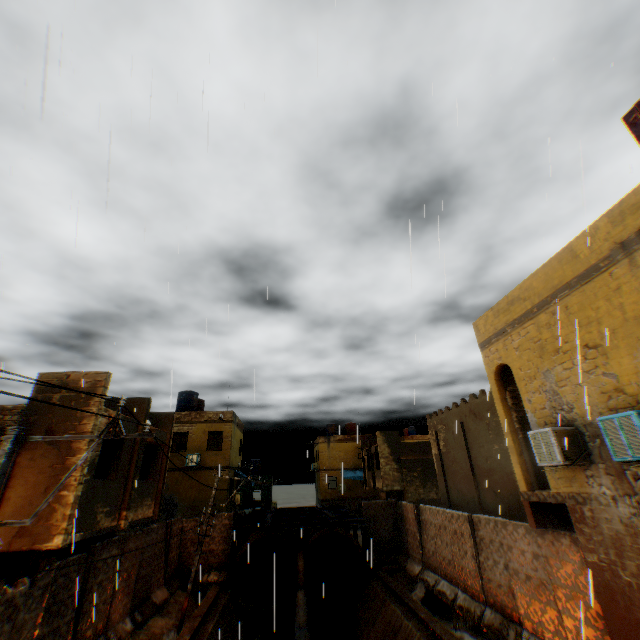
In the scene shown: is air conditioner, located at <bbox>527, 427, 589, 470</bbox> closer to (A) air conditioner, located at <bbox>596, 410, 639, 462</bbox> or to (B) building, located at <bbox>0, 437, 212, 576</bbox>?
(B) building, located at <bbox>0, 437, 212, 576</bbox>

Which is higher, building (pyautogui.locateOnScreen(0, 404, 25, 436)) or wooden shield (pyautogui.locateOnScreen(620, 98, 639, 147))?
wooden shield (pyautogui.locateOnScreen(620, 98, 639, 147))

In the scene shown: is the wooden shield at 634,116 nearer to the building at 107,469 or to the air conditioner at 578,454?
the building at 107,469

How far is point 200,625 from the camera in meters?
13.6 m

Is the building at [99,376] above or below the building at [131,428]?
above

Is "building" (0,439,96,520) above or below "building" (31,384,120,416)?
below

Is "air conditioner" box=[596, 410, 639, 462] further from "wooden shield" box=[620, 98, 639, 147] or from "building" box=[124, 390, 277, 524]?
"wooden shield" box=[620, 98, 639, 147]

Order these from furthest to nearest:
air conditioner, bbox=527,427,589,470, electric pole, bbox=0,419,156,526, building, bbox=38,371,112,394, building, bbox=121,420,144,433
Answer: building, bbox=121,420,144,433 < building, bbox=38,371,112,394 < air conditioner, bbox=527,427,589,470 < electric pole, bbox=0,419,156,526
